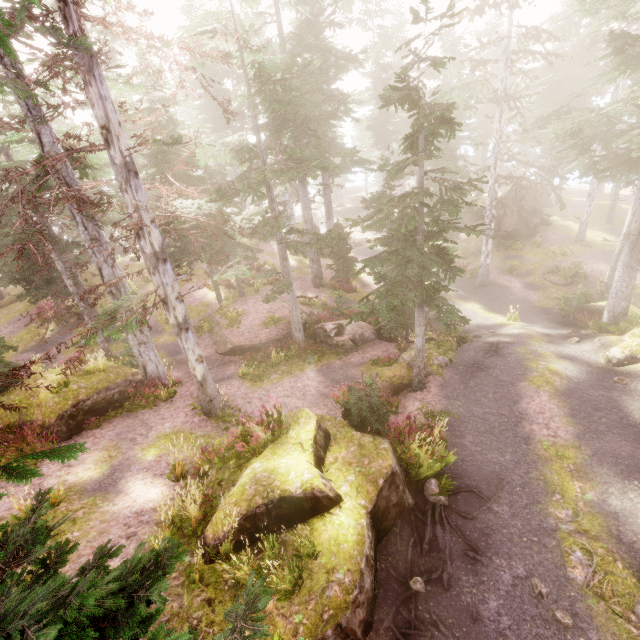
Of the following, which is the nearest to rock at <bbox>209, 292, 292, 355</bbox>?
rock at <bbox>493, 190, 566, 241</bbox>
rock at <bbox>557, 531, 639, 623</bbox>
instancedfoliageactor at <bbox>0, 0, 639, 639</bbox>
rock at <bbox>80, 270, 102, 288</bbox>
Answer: instancedfoliageactor at <bbox>0, 0, 639, 639</bbox>

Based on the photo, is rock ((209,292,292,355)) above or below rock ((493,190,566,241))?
below

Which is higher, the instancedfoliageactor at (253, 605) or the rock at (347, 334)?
the instancedfoliageactor at (253, 605)

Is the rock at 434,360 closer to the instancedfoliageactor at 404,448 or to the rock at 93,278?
the instancedfoliageactor at 404,448

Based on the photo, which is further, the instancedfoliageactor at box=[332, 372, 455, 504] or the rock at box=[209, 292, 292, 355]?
the rock at box=[209, 292, 292, 355]

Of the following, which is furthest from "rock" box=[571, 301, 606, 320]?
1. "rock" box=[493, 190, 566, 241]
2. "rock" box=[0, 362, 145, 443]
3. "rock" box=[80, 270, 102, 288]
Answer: "rock" box=[80, 270, 102, 288]

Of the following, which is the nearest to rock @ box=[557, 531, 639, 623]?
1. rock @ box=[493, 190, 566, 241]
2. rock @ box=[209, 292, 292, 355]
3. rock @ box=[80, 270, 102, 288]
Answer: rock @ box=[209, 292, 292, 355]

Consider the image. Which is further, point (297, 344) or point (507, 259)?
point (507, 259)
